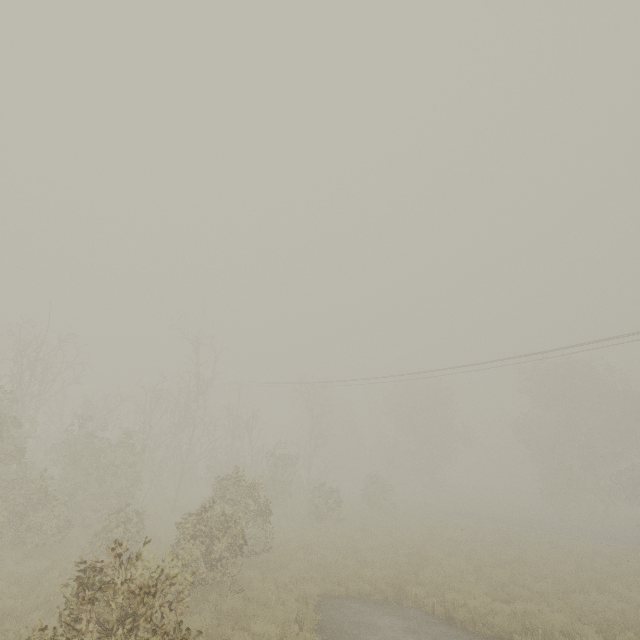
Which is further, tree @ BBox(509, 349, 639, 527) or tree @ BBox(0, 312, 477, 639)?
tree @ BBox(509, 349, 639, 527)

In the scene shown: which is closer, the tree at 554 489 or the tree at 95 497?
the tree at 95 497

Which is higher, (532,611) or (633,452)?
(633,452)
